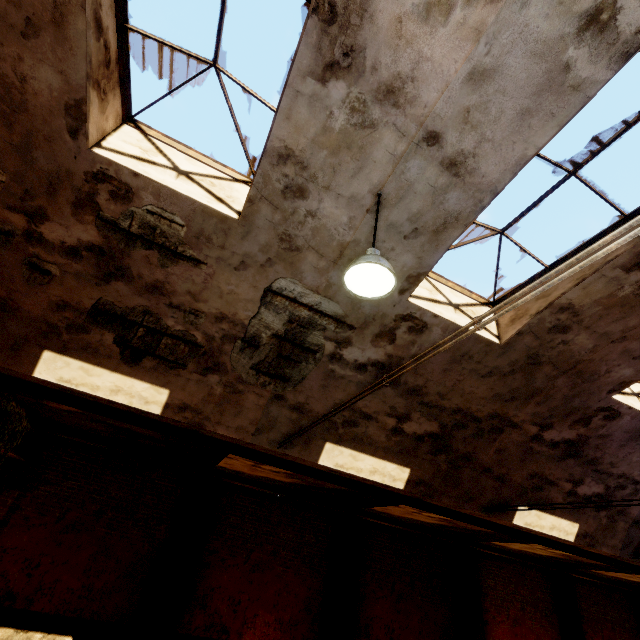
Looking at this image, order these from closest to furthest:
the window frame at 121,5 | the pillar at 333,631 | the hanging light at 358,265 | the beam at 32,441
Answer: the hanging light at 358,265, the window frame at 121,5, the beam at 32,441, the pillar at 333,631

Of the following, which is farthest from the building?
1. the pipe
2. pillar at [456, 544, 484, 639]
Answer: pillar at [456, 544, 484, 639]

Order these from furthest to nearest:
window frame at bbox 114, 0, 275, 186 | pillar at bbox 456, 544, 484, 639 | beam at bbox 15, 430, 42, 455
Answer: pillar at bbox 456, 544, 484, 639
beam at bbox 15, 430, 42, 455
window frame at bbox 114, 0, 275, 186

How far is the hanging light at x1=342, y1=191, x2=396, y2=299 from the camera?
3.1m

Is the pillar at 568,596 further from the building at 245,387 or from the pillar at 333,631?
the pillar at 333,631

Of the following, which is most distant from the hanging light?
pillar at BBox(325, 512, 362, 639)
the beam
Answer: pillar at BBox(325, 512, 362, 639)

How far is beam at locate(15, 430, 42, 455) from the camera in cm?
770

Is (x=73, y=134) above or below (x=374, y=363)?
above
